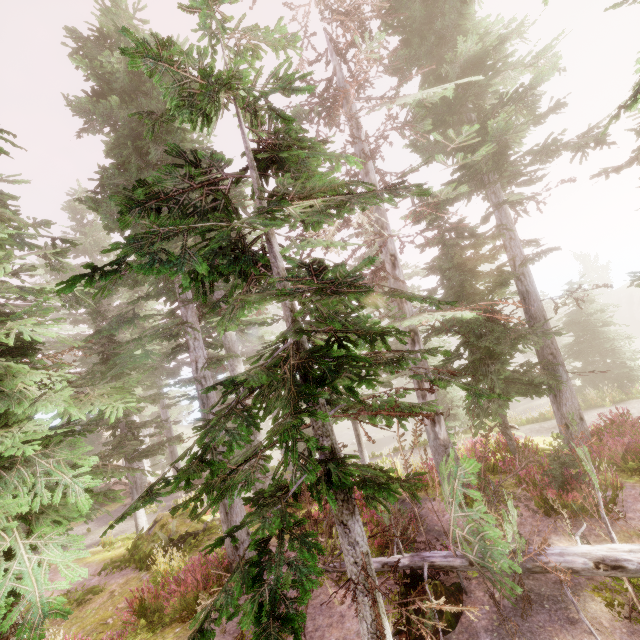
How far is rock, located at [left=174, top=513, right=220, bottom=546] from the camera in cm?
1273

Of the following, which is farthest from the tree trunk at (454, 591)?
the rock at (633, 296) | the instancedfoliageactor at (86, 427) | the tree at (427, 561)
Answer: the rock at (633, 296)

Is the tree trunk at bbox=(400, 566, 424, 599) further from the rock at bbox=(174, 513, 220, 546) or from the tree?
the rock at bbox=(174, 513, 220, 546)

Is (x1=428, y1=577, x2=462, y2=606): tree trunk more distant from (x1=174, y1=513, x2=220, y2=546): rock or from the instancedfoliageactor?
(x1=174, y1=513, x2=220, y2=546): rock

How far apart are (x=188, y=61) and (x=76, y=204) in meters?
30.3

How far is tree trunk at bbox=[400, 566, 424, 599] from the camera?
5.95m

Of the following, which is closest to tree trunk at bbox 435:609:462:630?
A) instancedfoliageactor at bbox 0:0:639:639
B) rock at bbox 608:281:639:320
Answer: instancedfoliageactor at bbox 0:0:639:639

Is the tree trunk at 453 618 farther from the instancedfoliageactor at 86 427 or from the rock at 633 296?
the rock at 633 296
